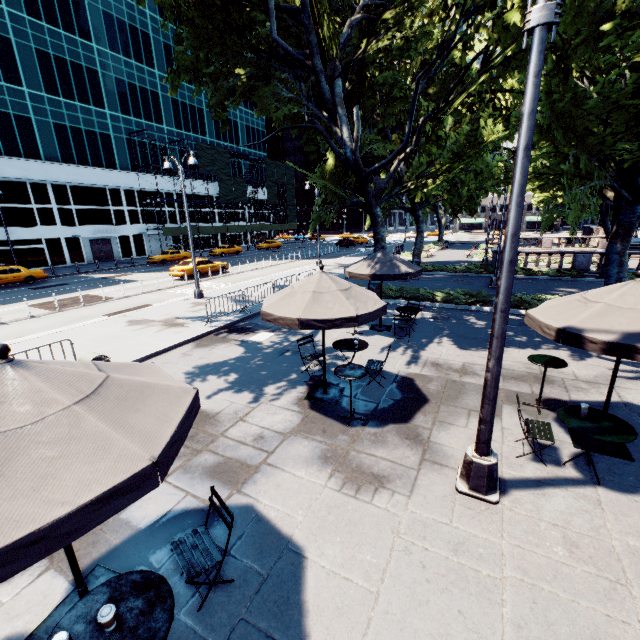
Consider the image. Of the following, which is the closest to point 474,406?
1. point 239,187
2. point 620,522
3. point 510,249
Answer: point 620,522

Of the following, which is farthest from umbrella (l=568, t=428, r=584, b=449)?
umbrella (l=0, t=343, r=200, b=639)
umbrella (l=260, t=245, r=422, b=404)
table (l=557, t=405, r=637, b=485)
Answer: umbrella (l=0, t=343, r=200, b=639)

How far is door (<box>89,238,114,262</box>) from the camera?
39.34m

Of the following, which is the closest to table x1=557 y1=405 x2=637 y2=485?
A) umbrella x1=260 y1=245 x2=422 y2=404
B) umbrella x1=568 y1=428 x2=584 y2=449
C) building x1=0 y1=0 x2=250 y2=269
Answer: umbrella x1=568 y1=428 x2=584 y2=449

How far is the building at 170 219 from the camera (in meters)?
46.26

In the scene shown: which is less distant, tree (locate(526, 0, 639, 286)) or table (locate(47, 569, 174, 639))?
table (locate(47, 569, 174, 639))

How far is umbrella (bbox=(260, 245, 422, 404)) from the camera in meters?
6.0 m

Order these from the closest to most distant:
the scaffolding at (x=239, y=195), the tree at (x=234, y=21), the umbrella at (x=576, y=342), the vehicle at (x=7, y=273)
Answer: the umbrella at (x=576, y=342), the tree at (x=234, y=21), the vehicle at (x=7, y=273), the scaffolding at (x=239, y=195)
